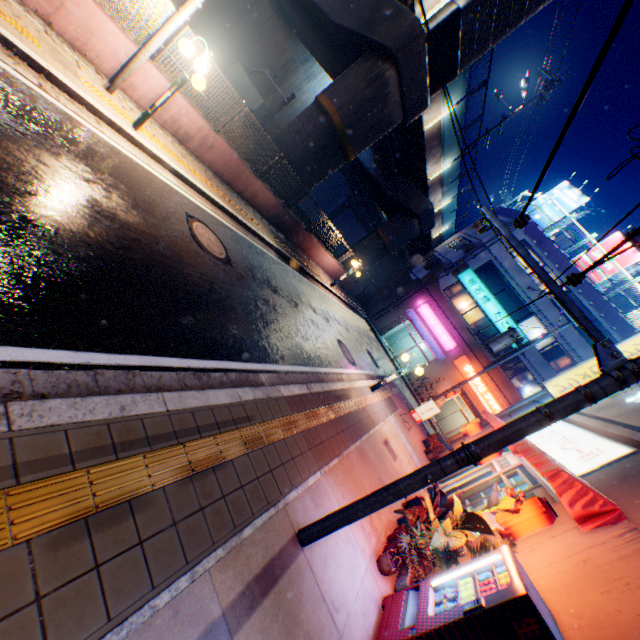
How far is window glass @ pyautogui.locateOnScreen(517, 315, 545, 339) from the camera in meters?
25.8 m

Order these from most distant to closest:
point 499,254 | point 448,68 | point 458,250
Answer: point 458,250
point 499,254
point 448,68

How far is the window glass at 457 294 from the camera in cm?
2794

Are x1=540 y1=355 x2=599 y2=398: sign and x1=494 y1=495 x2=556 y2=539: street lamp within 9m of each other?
no

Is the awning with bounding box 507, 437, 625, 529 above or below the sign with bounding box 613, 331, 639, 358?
below

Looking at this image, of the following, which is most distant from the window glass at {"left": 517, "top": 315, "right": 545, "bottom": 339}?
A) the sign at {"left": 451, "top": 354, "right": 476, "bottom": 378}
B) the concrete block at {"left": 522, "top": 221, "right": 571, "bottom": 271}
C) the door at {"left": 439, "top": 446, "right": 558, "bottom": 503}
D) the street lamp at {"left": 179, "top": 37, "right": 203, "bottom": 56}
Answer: the street lamp at {"left": 179, "top": 37, "right": 203, "bottom": 56}

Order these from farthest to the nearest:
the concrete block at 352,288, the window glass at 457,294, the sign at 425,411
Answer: the window glass at 457,294, the concrete block at 352,288, the sign at 425,411

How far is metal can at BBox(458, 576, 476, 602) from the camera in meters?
4.1
